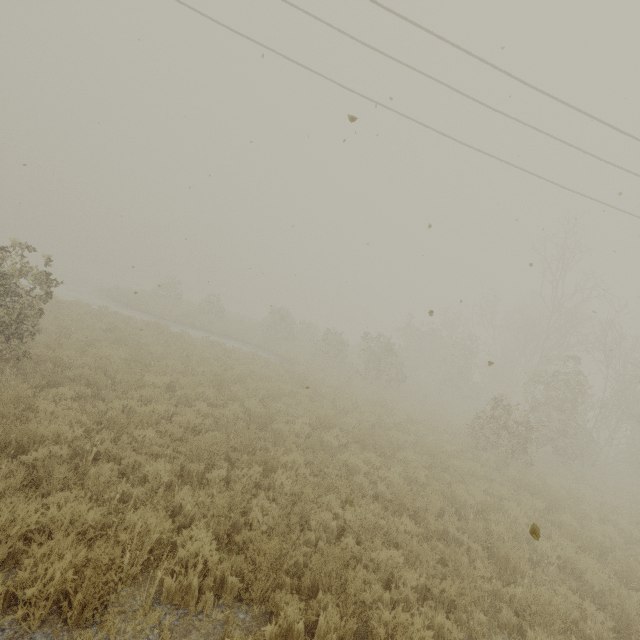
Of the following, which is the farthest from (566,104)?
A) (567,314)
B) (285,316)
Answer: (285,316)
